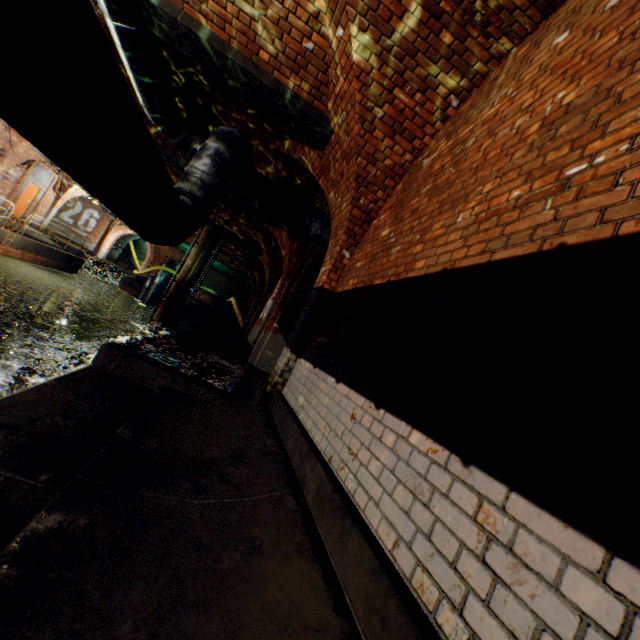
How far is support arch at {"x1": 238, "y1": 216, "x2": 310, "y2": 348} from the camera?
9.1 meters

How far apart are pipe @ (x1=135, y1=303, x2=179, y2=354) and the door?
10.90m

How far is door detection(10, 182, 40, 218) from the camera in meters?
18.1

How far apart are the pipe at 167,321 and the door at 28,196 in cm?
1090

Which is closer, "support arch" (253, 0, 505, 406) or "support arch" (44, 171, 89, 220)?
"support arch" (253, 0, 505, 406)

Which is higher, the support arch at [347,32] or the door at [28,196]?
the support arch at [347,32]

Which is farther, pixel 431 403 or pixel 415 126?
pixel 415 126

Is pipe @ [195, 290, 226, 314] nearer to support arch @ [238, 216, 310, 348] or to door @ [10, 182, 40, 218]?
support arch @ [238, 216, 310, 348]
